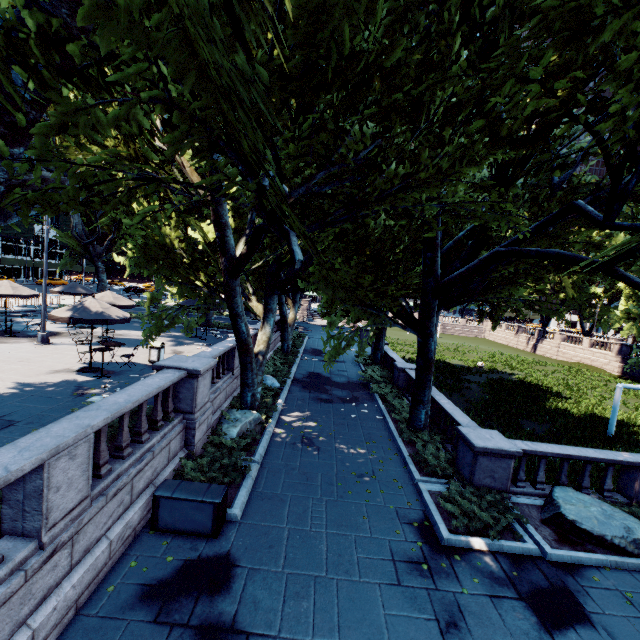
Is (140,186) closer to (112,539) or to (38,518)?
(38,518)

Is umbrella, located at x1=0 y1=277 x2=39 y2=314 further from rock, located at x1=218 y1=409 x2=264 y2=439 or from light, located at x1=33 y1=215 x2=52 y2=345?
rock, located at x1=218 y1=409 x2=264 y2=439

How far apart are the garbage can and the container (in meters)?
8.71

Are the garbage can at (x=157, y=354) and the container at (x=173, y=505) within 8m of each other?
no

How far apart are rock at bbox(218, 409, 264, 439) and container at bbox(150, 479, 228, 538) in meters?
3.0 m

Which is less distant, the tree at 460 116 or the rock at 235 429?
the tree at 460 116

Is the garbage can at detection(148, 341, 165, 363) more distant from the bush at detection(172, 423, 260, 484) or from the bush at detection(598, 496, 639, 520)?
the bush at detection(598, 496, 639, 520)

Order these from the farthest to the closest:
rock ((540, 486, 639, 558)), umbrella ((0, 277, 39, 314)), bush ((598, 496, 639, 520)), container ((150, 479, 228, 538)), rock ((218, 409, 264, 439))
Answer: umbrella ((0, 277, 39, 314)), rock ((218, 409, 264, 439)), bush ((598, 496, 639, 520)), rock ((540, 486, 639, 558)), container ((150, 479, 228, 538))
